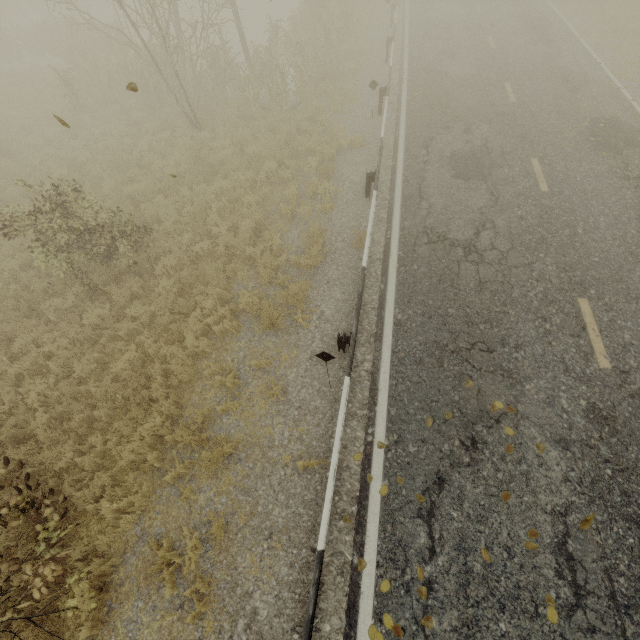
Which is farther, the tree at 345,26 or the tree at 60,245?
the tree at 345,26

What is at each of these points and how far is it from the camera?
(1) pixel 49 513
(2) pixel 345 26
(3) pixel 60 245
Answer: (1) tree, 4.8m
(2) tree, 16.0m
(3) tree, 6.9m

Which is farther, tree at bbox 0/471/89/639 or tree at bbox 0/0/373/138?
tree at bbox 0/0/373/138

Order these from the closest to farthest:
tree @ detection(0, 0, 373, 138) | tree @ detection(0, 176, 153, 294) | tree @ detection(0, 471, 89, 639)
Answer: tree @ detection(0, 471, 89, 639)
tree @ detection(0, 176, 153, 294)
tree @ detection(0, 0, 373, 138)

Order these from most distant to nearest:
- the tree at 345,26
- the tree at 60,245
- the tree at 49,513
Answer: the tree at 345,26
the tree at 60,245
the tree at 49,513

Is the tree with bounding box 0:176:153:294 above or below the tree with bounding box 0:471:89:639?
above
